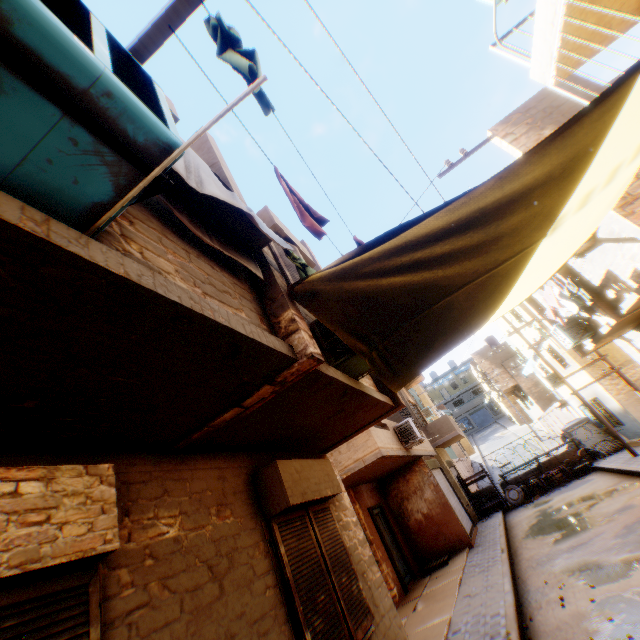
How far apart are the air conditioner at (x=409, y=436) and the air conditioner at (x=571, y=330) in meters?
5.3

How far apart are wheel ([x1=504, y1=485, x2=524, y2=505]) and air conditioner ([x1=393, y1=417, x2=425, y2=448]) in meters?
9.0 m

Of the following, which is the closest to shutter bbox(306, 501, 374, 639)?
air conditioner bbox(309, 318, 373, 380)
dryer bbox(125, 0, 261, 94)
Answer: air conditioner bbox(309, 318, 373, 380)

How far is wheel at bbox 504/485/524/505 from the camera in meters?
16.2

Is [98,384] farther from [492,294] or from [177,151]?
[492,294]

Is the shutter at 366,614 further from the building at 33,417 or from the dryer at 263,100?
the dryer at 263,100

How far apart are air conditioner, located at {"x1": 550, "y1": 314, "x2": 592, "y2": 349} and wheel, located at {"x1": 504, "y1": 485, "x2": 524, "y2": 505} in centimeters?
949cm

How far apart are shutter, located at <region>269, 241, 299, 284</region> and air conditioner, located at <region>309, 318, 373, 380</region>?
0.56m
